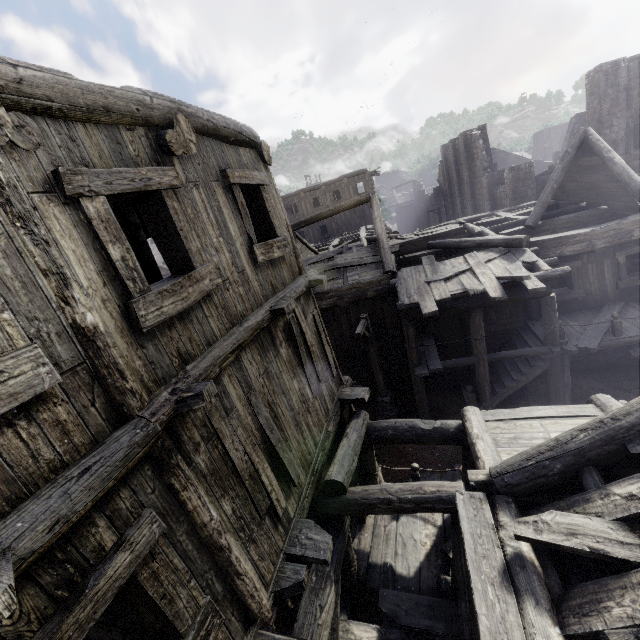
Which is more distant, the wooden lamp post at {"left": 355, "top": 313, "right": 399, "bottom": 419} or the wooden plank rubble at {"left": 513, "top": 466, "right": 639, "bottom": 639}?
the wooden lamp post at {"left": 355, "top": 313, "right": 399, "bottom": 419}

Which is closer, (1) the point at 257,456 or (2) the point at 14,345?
(2) the point at 14,345

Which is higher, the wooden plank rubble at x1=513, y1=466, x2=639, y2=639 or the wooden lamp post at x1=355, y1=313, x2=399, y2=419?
the wooden plank rubble at x1=513, y1=466, x2=639, y2=639

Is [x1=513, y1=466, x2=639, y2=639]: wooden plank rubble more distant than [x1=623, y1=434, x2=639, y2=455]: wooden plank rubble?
No

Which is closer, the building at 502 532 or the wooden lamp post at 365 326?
the building at 502 532

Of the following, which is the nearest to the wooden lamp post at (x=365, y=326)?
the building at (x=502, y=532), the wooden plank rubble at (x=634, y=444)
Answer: the building at (x=502, y=532)

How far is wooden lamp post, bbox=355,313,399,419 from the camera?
11.7 meters

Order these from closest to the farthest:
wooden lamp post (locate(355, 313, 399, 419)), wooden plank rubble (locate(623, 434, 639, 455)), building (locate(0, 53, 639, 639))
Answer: building (locate(0, 53, 639, 639))
wooden plank rubble (locate(623, 434, 639, 455))
wooden lamp post (locate(355, 313, 399, 419))
